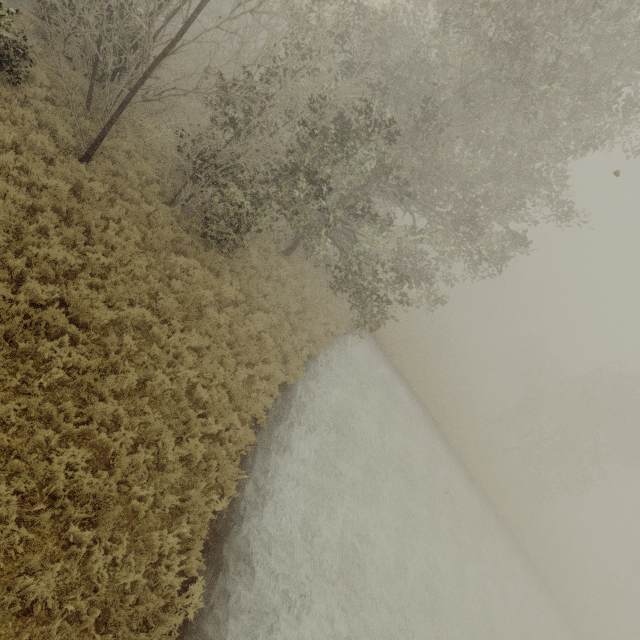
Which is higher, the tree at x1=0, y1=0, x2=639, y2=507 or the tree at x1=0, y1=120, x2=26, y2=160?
the tree at x1=0, y1=0, x2=639, y2=507

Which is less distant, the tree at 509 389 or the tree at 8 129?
the tree at 8 129

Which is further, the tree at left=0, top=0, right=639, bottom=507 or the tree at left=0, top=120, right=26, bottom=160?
the tree at left=0, top=0, right=639, bottom=507

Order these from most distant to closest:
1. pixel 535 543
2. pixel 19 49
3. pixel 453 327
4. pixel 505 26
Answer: pixel 453 327
pixel 535 543
pixel 505 26
pixel 19 49

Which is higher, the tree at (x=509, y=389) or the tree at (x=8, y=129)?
the tree at (x=509, y=389)
